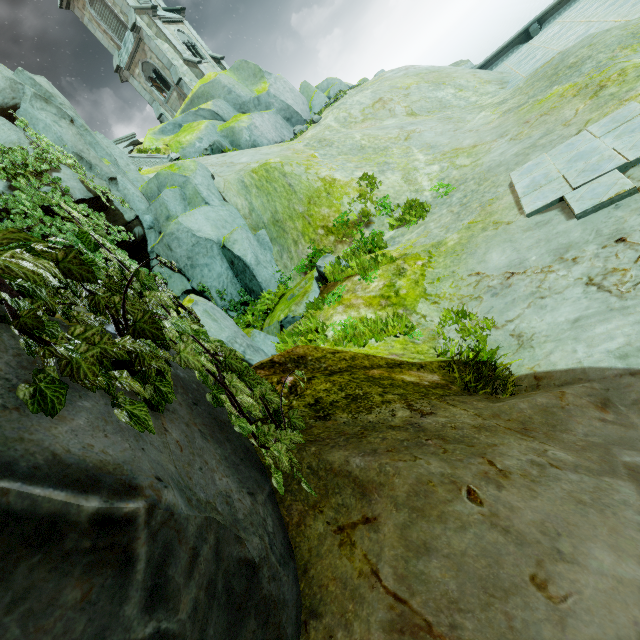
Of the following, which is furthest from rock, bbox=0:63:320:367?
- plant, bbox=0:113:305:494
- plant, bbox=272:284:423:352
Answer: plant, bbox=272:284:423:352

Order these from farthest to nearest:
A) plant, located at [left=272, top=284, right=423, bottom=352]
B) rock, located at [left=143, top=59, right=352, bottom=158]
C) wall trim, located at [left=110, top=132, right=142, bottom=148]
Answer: wall trim, located at [left=110, top=132, right=142, bottom=148]
rock, located at [left=143, top=59, right=352, bottom=158]
plant, located at [left=272, top=284, right=423, bottom=352]

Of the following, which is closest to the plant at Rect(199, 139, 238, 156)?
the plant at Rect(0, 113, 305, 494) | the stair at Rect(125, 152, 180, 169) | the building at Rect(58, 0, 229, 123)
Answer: the stair at Rect(125, 152, 180, 169)

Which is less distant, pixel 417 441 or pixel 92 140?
pixel 417 441

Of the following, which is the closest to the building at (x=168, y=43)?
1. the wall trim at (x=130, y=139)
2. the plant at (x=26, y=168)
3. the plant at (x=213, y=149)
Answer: the wall trim at (x=130, y=139)

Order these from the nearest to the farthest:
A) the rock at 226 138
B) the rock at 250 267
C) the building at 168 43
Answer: the rock at 250 267 < the rock at 226 138 < the building at 168 43

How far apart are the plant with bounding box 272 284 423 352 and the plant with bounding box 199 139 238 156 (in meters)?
16.16

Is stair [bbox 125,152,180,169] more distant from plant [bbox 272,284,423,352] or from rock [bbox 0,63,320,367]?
plant [bbox 272,284,423,352]
